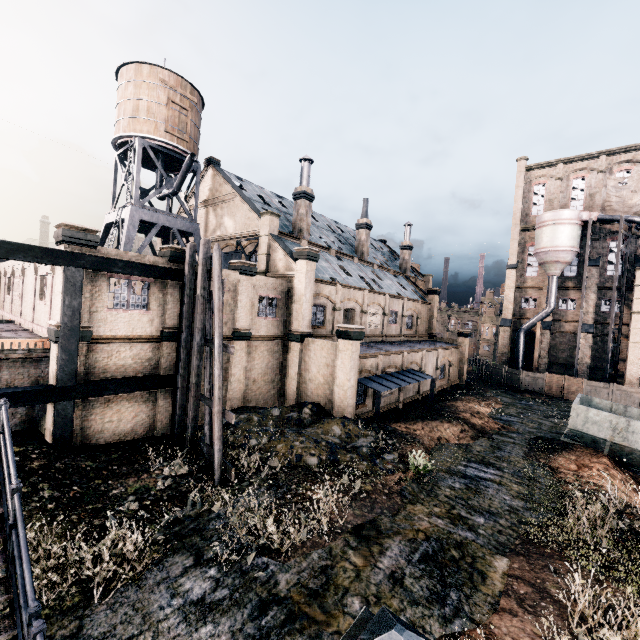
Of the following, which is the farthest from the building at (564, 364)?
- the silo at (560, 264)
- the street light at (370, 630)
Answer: the street light at (370, 630)

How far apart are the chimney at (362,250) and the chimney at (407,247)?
10.8 meters

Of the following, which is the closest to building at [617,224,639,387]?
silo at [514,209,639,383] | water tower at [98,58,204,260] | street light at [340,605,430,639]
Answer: silo at [514,209,639,383]

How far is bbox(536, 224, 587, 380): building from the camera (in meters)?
43.72

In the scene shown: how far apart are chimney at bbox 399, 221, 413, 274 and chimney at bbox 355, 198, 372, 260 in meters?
10.8 m

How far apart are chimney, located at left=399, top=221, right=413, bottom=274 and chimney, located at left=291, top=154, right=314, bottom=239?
22.0 meters

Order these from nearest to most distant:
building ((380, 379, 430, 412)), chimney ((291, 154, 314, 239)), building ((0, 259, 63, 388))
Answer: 1. building ((0, 259, 63, 388))
2. building ((380, 379, 430, 412))
3. chimney ((291, 154, 314, 239))

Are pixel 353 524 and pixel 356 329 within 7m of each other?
no
